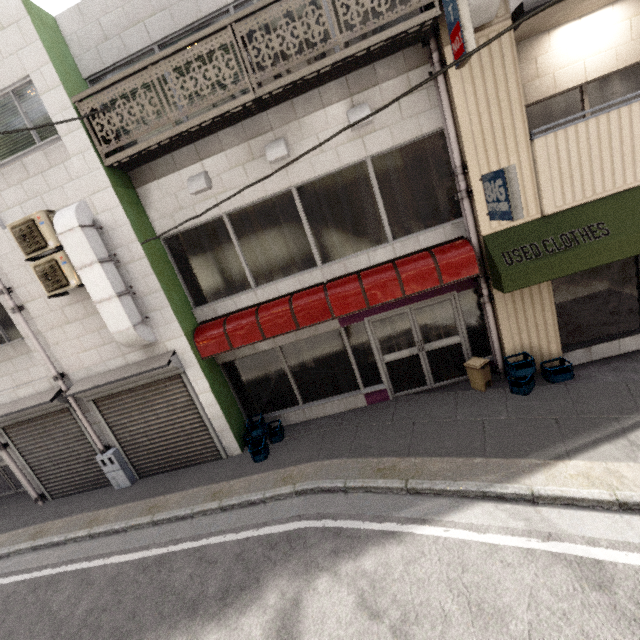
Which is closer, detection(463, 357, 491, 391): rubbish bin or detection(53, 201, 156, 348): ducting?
detection(53, 201, 156, 348): ducting

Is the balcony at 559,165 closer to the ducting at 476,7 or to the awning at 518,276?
the awning at 518,276

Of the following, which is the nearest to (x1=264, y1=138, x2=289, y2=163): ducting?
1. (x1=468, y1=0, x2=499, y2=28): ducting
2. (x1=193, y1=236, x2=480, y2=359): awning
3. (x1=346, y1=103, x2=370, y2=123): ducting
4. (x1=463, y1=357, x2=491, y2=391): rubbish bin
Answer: (x1=346, y1=103, x2=370, y2=123): ducting

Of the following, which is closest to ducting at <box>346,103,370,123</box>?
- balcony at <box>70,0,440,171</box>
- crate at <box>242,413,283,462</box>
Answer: balcony at <box>70,0,440,171</box>

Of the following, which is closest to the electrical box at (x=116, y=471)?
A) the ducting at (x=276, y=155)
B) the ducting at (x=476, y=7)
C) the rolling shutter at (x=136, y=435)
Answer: the rolling shutter at (x=136, y=435)

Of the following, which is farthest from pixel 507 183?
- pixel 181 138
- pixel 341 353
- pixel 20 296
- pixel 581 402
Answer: pixel 20 296

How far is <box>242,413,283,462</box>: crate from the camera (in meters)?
6.78

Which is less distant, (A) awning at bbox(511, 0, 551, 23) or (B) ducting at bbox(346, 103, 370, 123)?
(A) awning at bbox(511, 0, 551, 23)
